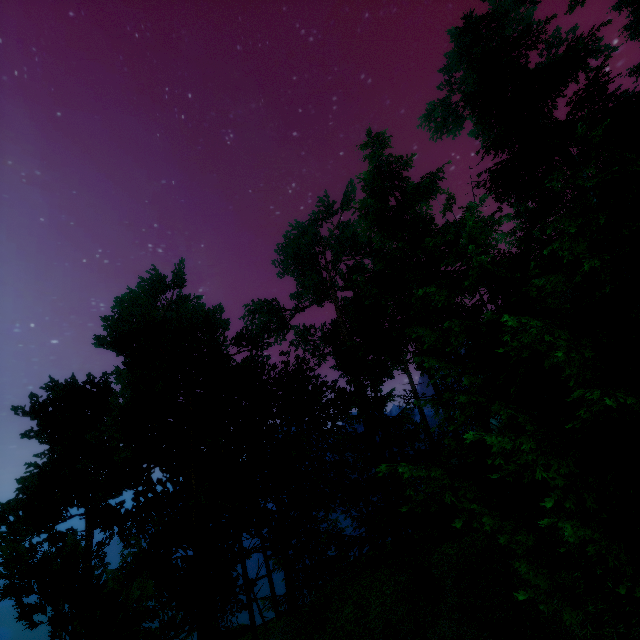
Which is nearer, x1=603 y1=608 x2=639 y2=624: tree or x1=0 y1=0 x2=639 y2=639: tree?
x1=603 y1=608 x2=639 y2=624: tree

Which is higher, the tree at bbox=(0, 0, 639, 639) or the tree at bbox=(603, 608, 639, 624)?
the tree at bbox=(0, 0, 639, 639)

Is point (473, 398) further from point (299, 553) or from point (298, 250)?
point (299, 553)

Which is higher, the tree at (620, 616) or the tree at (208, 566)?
the tree at (208, 566)

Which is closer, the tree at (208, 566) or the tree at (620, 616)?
the tree at (620, 616)
